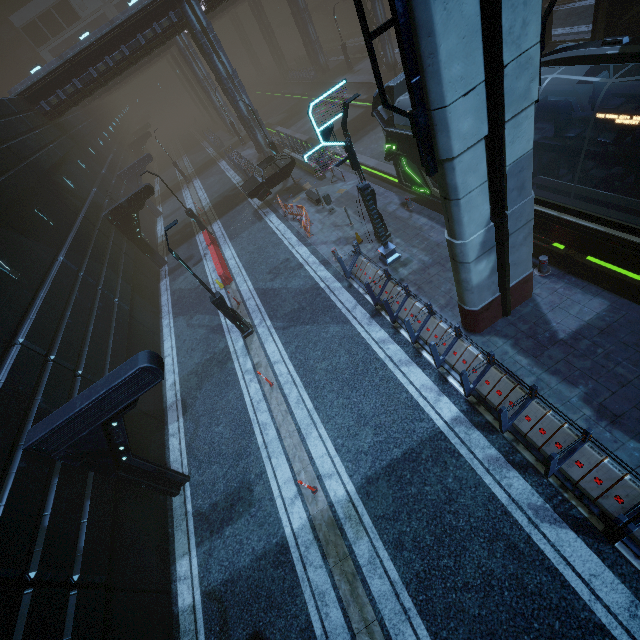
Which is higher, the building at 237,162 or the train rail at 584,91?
the building at 237,162

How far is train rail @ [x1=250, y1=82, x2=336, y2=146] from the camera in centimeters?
3351cm

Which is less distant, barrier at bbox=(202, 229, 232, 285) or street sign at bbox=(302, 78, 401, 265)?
street sign at bbox=(302, 78, 401, 265)

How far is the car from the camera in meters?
20.8

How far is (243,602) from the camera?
8.05m

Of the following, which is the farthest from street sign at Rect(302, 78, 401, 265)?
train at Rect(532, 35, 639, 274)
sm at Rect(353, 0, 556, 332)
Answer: sm at Rect(353, 0, 556, 332)

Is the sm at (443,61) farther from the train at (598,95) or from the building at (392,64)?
the train at (598,95)

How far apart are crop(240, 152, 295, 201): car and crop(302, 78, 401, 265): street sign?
10.86m
